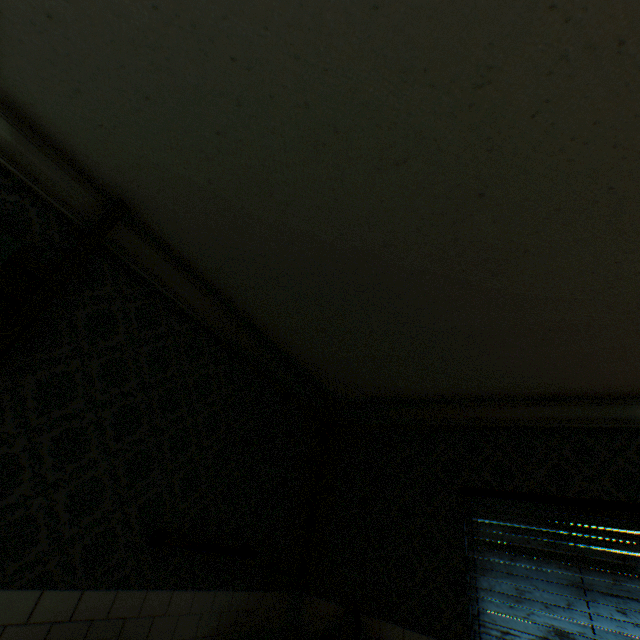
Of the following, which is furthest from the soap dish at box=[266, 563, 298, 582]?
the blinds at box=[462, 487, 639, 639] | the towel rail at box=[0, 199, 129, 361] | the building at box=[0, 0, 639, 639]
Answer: the towel rail at box=[0, 199, 129, 361]

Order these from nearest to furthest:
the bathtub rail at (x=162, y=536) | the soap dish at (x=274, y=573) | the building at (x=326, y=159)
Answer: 1. the building at (x=326, y=159)
2. the bathtub rail at (x=162, y=536)
3. the soap dish at (x=274, y=573)

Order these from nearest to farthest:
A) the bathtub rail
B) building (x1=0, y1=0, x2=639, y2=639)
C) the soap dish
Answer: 1. building (x1=0, y1=0, x2=639, y2=639)
2. the bathtub rail
3. the soap dish

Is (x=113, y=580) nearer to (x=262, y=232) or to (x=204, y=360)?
(x=204, y=360)

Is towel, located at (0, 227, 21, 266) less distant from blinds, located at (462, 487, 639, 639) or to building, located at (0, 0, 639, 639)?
building, located at (0, 0, 639, 639)

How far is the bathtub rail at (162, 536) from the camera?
2.1 meters

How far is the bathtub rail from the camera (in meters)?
2.12
